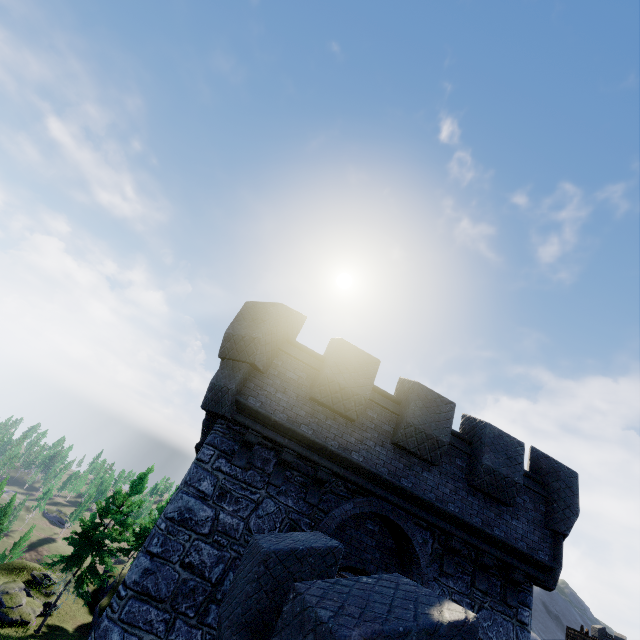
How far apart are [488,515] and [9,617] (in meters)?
35.20

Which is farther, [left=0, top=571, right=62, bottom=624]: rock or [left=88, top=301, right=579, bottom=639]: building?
[left=0, top=571, right=62, bottom=624]: rock

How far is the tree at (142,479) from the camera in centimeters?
2470cm

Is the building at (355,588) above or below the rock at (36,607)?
above

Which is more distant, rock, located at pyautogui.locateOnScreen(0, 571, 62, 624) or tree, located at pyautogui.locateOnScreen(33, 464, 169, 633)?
tree, located at pyautogui.locateOnScreen(33, 464, 169, 633)

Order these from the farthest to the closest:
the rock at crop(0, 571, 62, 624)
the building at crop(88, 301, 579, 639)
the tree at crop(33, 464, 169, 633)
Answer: the tree at crop(33, 464, 169, 633)
the rock at crop(0, 571, 62, 624)
the building at crop(88, 301, 579, 639)

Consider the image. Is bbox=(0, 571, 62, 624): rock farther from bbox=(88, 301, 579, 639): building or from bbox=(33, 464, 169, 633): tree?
bbox=(88, 301, 579, 639): building

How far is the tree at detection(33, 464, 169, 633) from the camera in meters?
24.7 m
